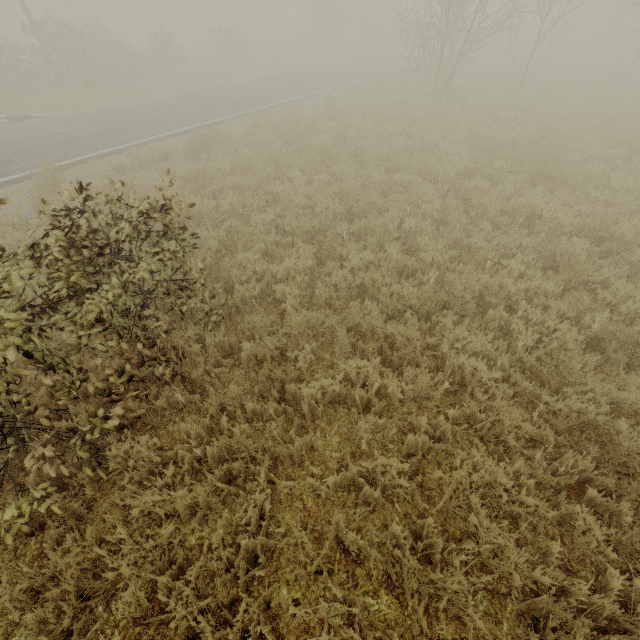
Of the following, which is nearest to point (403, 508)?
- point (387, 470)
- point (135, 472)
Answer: point (387, 470)
